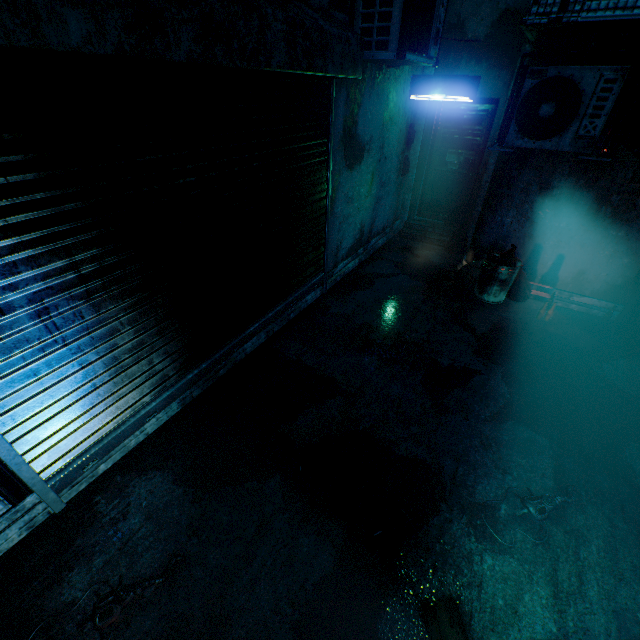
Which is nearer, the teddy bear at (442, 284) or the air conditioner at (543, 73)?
the air conditioner at (543, 73)

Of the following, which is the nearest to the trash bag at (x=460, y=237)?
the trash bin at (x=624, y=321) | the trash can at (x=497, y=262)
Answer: the trash can at (x=497, y=262)

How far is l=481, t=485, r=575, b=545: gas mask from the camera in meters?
2.2 m

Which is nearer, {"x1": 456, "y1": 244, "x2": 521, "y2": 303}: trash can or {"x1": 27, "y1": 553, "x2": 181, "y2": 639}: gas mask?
{"x1": 27, "y1": 553, "x2": 181, "y2": 639}: gas mask

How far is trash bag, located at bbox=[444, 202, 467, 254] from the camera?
5.8m

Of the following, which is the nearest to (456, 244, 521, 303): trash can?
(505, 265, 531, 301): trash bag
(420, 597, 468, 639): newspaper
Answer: (505, 265, 531, 301): trash bag

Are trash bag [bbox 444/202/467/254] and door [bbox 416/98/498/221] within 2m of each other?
yes

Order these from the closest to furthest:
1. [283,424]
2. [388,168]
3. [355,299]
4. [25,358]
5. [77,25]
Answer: [77,25] < [25,358] < [283,424] < [355,299] < [388,168]
